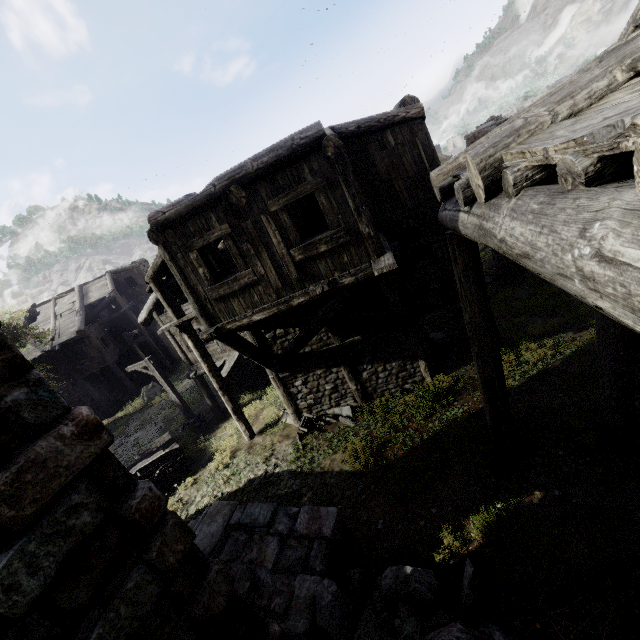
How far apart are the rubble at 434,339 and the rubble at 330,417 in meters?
3.6

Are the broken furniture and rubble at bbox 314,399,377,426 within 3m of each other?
yes

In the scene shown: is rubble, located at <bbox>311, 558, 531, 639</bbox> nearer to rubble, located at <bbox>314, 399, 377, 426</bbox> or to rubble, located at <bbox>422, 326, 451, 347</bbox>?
rubble, located at <bbox>314, 399, 377, 426</bbox>

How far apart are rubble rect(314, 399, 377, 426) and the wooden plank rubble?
4.0m

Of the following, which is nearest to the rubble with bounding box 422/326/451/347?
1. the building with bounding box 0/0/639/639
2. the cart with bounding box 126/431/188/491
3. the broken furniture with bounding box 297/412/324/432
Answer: the building with bounding box 0/0/639/639

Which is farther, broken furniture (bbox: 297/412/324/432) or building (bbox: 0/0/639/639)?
broken furniture (bbox: 297/412/324/432)

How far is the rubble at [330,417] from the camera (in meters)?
10.73

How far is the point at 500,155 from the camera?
2.6m
